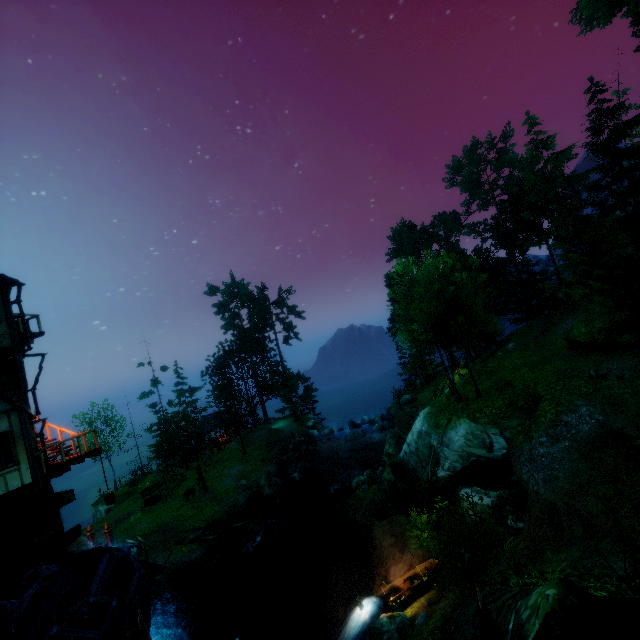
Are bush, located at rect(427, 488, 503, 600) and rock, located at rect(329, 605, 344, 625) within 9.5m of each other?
yes

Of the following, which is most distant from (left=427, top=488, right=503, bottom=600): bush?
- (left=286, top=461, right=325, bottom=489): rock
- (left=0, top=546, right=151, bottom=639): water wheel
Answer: (left=286, top=461, right=325, bottom=489): rock

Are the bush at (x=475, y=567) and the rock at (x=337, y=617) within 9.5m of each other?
yes

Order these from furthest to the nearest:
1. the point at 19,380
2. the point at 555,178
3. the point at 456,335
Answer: the point at 555,178, the point at 456,335, the point at 19,380

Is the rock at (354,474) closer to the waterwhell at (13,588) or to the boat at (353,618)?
the boat at (353,618)

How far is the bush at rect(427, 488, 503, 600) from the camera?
7.74m

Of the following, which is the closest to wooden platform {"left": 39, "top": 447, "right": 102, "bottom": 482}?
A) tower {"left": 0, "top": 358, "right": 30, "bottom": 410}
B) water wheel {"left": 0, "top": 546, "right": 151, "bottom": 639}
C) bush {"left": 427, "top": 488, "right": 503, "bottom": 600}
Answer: tower {"left": 0, "top": 358, "right": 30, "bottom": 410}

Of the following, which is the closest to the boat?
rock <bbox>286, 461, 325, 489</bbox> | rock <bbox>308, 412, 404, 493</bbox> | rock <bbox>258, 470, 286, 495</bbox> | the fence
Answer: the fence
